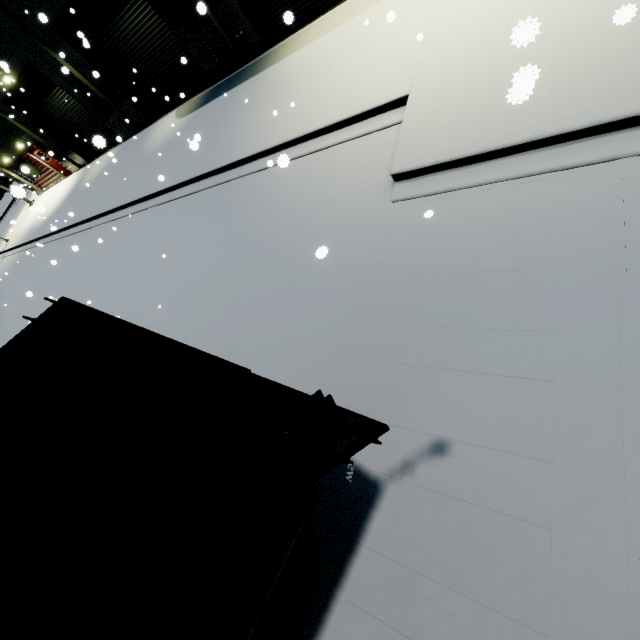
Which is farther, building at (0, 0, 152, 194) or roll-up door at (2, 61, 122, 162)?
roll-up door at (2, 61, 122, 162)

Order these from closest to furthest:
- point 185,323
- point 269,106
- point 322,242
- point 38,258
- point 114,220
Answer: point 322,242
point 185,323
point 269,106
point 114,220
point 38,258

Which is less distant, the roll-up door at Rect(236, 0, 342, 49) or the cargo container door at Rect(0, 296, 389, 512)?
the cargo container door at Rect(0, 296, 389, 512)

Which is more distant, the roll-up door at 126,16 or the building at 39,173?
the building at 39,173

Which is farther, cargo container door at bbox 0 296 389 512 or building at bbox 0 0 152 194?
building at bbox 0 0 152 194

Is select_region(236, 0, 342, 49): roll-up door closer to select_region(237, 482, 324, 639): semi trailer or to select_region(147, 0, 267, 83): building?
select_region(147, 0, 267, 83): building

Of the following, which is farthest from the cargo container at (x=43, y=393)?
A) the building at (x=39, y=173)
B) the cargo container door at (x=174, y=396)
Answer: the building at (x=39, y=173)
